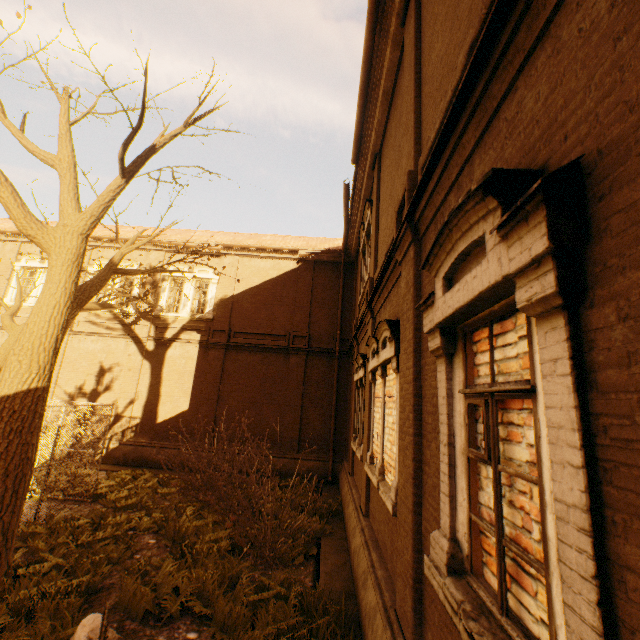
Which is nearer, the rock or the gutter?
the rock

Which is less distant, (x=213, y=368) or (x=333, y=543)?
(x=333, y=543)

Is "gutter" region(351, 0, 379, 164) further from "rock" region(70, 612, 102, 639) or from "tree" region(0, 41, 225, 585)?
"rock" region(70, 612, 102, 639)

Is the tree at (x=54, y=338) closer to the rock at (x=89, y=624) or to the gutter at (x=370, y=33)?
the rock at (x=89, y=624)

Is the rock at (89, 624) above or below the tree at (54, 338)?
below

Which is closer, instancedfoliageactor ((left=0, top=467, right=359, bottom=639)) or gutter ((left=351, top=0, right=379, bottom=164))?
instancedfoliageactor ((left=0, top=467, right=359, bottom=639))
